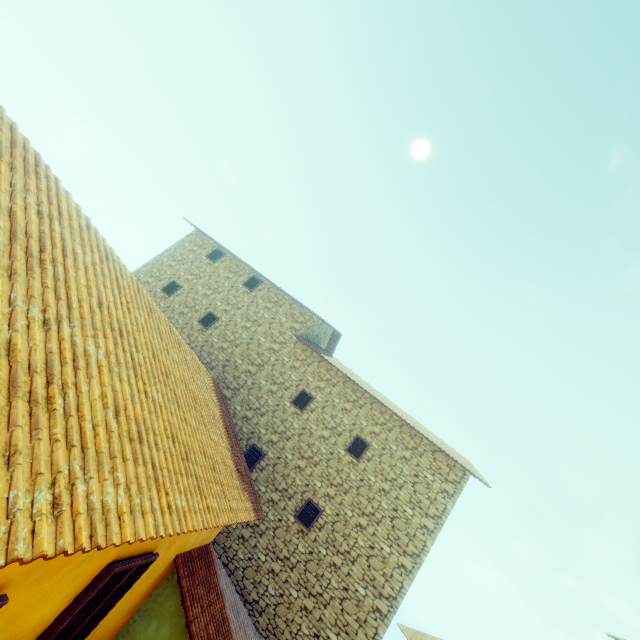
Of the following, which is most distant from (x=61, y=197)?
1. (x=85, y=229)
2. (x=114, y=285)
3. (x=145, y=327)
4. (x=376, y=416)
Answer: (x=376, y=416)

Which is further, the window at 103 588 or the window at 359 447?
the window at 359 447

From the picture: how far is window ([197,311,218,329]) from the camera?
13.1 meters

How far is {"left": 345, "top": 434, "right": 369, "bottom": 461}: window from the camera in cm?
1070

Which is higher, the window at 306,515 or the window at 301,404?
the window at 301,404
